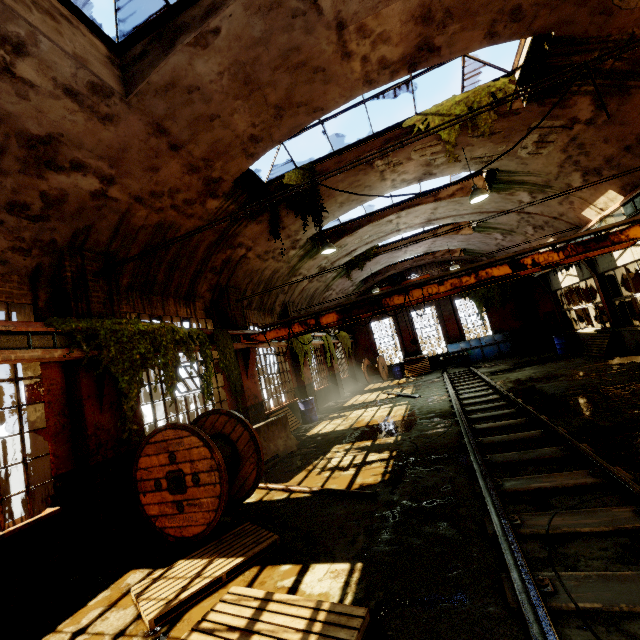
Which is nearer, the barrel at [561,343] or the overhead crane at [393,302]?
the overhead crane at [393,302]

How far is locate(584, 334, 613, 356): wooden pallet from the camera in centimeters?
1247cm

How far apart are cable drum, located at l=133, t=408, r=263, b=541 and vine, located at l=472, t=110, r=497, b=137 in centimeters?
787cm

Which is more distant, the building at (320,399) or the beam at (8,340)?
the building at (320,399)

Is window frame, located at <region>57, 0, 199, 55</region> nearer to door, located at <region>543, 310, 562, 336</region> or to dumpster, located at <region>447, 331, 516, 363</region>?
dumpster, located at <region>447, 331, 516, 363</region>

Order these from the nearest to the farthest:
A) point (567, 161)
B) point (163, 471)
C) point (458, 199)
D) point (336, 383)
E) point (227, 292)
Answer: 1. point (163, 471)
2. point (567, 161)
3. point (227, 292)
4. point (458, 199)
5. point (336, 383)

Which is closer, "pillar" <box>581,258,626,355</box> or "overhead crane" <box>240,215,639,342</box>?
"overhead crane" <box>240,215,639,342</box>

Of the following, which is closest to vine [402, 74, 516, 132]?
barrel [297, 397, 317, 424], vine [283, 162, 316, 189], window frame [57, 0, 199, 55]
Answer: vine [283, 162, 316, 189]
